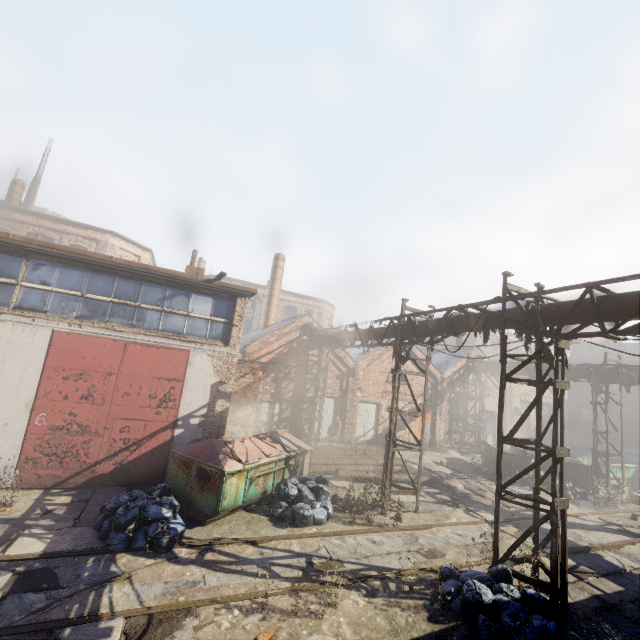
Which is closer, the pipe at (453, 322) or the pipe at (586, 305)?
the pipe at (586, 305)

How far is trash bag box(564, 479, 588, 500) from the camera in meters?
14.8 m

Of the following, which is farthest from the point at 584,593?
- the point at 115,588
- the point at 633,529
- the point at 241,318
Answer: the point at 241,318

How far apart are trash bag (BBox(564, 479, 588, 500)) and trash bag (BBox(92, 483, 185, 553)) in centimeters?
1610cm

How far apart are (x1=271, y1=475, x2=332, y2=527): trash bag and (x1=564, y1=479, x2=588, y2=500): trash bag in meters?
11.5

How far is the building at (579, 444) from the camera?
29.36m

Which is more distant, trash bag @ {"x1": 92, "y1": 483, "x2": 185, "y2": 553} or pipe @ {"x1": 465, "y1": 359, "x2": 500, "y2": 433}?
pipe @ {"x1": 465, "y1": 359, "x2": 500, "y2": 433}

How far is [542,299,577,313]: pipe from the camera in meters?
6.7
